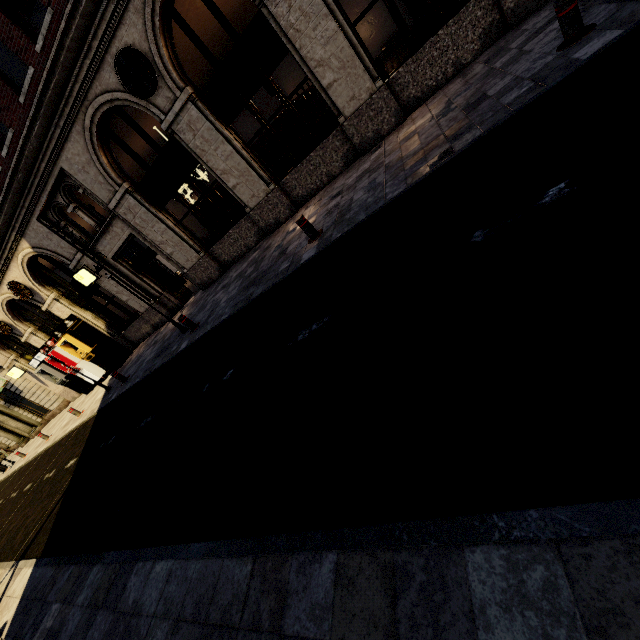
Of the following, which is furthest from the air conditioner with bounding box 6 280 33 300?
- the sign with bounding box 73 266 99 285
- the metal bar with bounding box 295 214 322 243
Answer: the metal bar with bounding box 295 214 322 243

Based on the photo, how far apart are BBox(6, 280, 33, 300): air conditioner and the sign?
3.71m

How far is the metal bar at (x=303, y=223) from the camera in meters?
6.8

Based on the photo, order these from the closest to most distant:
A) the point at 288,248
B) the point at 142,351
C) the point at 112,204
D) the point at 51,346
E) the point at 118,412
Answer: the point at 288,248
the point at 118,412
the point at 112,204
the point at 142,351
the point at 51,346

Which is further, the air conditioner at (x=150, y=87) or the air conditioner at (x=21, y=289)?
the air conditioner at (x=21, y=289)

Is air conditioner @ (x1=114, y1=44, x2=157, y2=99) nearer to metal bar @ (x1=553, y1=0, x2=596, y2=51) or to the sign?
the sign

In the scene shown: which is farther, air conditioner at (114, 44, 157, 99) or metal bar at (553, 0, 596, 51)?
air conditioner at (114, 44, 157, 99)

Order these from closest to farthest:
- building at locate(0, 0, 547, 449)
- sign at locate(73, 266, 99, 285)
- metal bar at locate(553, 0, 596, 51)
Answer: metal bar at locate(553, 0, 596, 51) < building at locate(0, 0, 547, 449) < sign at locate(73, 266, 99, 285)
